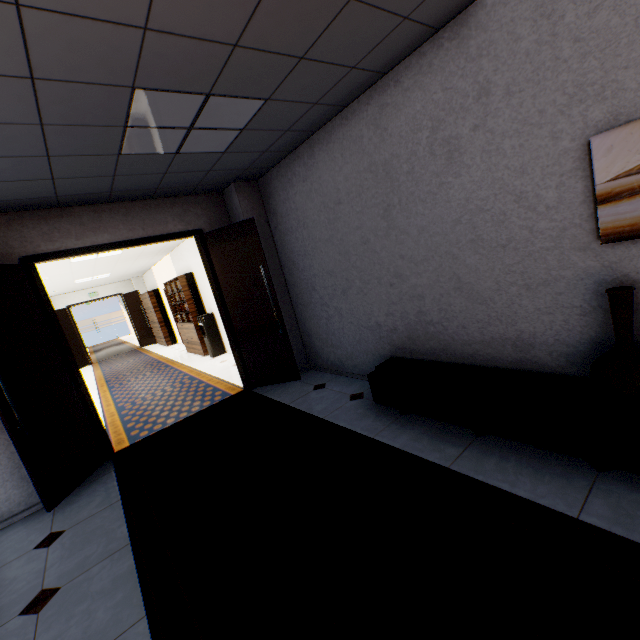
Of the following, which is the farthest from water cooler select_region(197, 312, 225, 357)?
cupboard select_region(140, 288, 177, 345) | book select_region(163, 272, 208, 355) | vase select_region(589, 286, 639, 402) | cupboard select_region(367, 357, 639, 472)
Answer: vase select_region(589, 286, 639, 402)

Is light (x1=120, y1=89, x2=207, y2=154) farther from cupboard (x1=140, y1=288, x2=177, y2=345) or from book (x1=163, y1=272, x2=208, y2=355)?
cupboard (x1=140, y1=288, x2=177, y2=345)

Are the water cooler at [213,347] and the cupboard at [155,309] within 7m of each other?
yes

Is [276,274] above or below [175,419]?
above

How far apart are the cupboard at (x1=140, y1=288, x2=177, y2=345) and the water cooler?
4.8 meters

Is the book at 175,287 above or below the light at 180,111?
below

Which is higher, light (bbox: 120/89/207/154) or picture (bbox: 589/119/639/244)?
light (bbox: 120/89/207/154)

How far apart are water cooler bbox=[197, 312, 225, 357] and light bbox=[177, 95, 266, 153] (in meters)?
5.22
